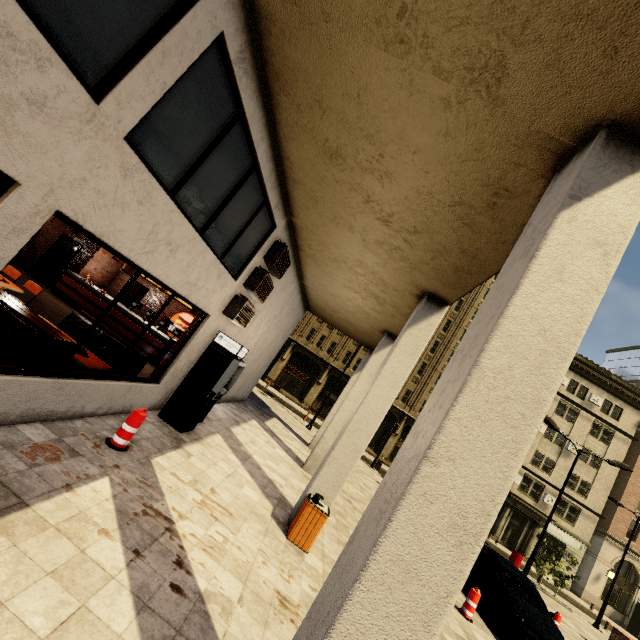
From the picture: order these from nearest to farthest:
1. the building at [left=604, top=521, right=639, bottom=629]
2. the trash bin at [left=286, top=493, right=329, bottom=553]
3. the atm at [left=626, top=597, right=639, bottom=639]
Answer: the trash bin at [left=286, top=493, right=329, bottom=553] → the atm at [left=626, top=597, right=639, bottom=639] → the building at [left=604, top=521, right=639, bottom=629]

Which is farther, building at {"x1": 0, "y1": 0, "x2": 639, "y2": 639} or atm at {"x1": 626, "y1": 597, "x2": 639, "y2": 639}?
atm at {"x1": 626, "y1": 597, "x2": 639, "y2": 639}

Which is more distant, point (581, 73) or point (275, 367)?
point (275, 367)

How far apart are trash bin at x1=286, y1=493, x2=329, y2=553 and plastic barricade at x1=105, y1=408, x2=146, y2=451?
3.32m

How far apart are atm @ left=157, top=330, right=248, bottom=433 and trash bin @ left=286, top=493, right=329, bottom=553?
3.13m

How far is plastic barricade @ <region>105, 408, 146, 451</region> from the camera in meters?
5.3 m

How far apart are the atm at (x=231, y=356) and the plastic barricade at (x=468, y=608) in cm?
810

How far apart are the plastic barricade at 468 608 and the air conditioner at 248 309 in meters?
9.1 m
